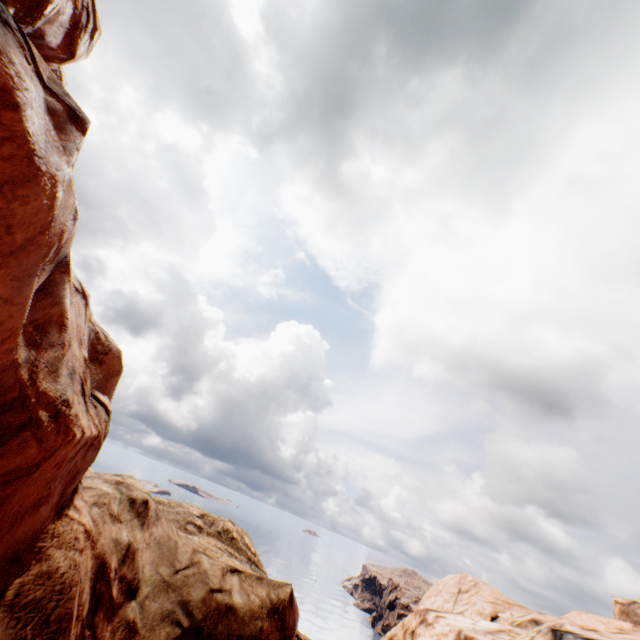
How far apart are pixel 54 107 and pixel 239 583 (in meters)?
10.56

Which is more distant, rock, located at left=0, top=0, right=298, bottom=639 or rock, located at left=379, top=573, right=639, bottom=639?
rock, located at left=379, top=573, right=639, bottom=639

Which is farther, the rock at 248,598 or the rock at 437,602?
the rock at 437,602
